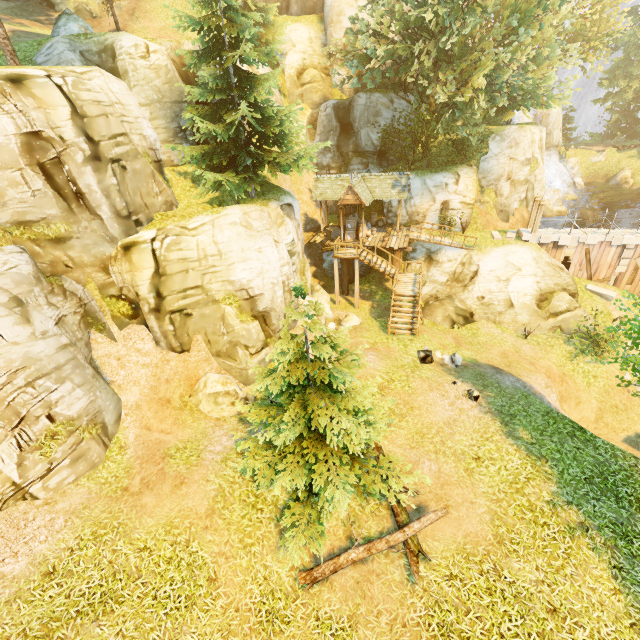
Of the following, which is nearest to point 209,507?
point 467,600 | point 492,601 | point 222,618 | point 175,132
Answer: point 222,618

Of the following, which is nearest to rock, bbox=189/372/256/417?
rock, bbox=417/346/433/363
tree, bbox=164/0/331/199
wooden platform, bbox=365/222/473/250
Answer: tree, bbox=164/0/331/199

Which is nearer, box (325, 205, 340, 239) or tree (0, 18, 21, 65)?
tree (0, 18, 21, 65)

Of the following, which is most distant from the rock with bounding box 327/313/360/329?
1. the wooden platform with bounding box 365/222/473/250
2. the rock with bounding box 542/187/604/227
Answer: the rock with bounding box 542/187/604/227

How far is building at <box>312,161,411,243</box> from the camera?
21.98m

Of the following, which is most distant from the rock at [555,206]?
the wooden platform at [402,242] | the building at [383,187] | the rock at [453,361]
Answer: the rock at [453,361]

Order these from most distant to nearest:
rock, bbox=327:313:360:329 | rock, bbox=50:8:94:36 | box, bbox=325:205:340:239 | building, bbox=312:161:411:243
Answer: box, bbox=325:205:340:239 → building, bbox=312:161:411:243 → rock, bbox=327:313:360:329 → rock, bbox=50:8:94:36

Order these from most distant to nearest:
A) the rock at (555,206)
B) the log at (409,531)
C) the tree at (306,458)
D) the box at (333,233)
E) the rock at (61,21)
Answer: the rock at (555,206)
the box at (333,233)
the rock at (61,21)
the log at (409,531)
the tree at (306,458)
